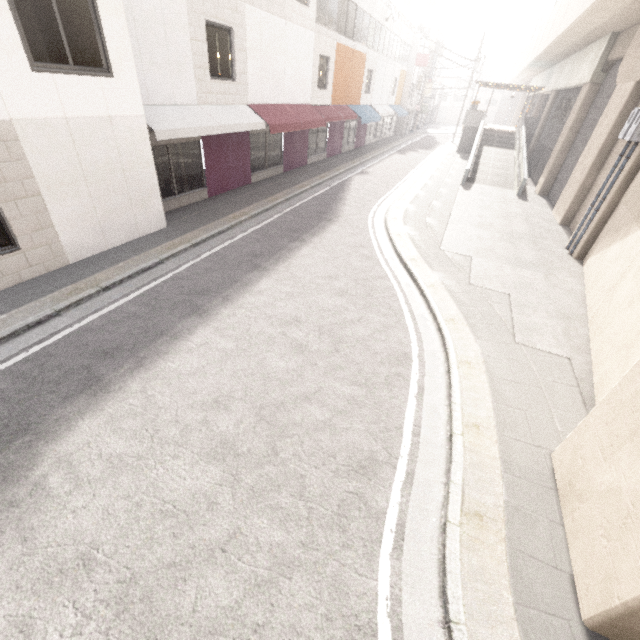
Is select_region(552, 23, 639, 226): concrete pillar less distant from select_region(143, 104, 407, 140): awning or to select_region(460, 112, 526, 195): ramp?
select_region(460, 112, 526, 195): ramp

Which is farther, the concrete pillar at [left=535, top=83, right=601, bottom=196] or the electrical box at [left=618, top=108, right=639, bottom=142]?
the concrete pillar at [left=535, top=83, right=601, bottom=196]

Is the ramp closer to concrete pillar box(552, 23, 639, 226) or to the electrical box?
concrete pillar box(552, 23, 639, 226)

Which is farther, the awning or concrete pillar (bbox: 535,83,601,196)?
concrete pillar (bbox: 535,83,601,196)

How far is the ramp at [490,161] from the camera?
18.75m

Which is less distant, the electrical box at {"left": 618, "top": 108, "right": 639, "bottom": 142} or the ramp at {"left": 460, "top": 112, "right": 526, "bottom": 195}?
the electrical box at {"left": 618, "top": 108, "right": 639, "bottom": 142}

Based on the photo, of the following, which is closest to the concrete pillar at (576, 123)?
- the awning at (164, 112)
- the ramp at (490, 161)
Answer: the ramp at (490, 161)

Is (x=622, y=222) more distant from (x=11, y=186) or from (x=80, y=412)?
(x=11, y=186)
